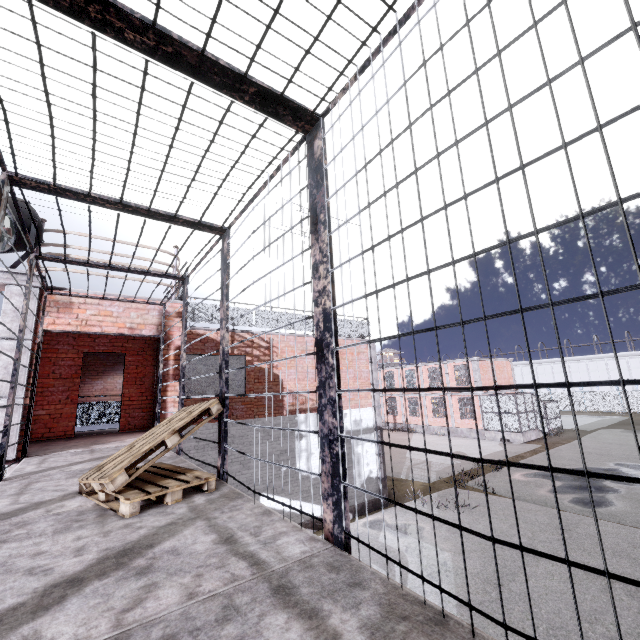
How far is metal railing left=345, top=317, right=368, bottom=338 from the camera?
14.5m

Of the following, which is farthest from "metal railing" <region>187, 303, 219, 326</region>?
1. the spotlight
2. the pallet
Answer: the pallet

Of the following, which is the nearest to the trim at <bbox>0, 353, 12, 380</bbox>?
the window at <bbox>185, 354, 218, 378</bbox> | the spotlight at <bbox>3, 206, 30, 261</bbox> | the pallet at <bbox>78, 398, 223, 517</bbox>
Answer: the spotlight at <bbox>3, 206, 30, 261</bbox>

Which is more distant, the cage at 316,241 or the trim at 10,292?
the trim at 10,292

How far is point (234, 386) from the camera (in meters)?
11.04

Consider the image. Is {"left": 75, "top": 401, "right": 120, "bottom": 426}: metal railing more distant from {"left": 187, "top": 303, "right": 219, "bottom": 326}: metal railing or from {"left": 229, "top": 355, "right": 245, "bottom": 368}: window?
{"left": 229, "top": 355, "right": 245, "bottom": 368}: window

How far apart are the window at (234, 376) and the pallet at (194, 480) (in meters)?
6.49

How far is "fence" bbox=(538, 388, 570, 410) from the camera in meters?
47.5
